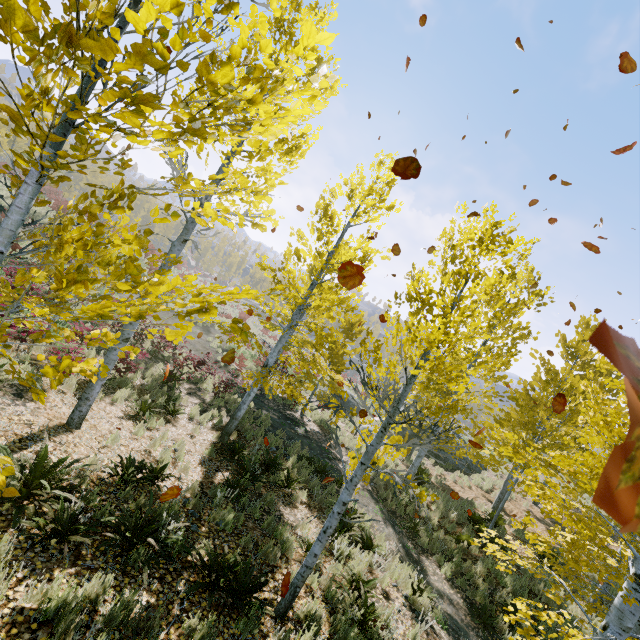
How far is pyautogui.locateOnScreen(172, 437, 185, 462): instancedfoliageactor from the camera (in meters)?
7.65

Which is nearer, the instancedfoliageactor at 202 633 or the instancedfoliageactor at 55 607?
the instancedfoliageactor at 55 607

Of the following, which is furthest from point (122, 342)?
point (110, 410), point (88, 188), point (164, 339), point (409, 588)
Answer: point (88, 188)

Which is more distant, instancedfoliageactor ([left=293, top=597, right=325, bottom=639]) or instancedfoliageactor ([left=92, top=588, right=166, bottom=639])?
instancedfoliageactor ([left=293, top=597, right=325, bottom=639])

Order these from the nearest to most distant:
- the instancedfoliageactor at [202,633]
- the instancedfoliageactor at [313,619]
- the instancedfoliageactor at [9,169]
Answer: the instancedfoliageactor at [9,169] < the instancedfoliageactor at [202,633] < the instancedfoliageactor at [313,619]

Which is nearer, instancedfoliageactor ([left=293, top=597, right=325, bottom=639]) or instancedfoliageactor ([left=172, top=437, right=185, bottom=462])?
instancedfoliageactor ([left=293, top=597, right=325, bottom=639])

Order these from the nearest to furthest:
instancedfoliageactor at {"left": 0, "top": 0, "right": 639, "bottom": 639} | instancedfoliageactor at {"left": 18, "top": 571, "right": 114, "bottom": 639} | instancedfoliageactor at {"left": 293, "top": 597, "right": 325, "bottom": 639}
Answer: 1. instancedfoliageactor at {"left": 0, "top": 0, "right": 639, "bottom": 639}
2. instancedfoliageactor at {"left": 18, "top": 571, "right": 114, "bottom": 639}
3. instancedfoliageactor at {"left": 293, "top": 597, "right": 325, "bottom": 639}

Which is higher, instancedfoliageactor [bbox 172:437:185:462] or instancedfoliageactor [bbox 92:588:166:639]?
instancedfoliageactor [bbox 92:588:166:639]
